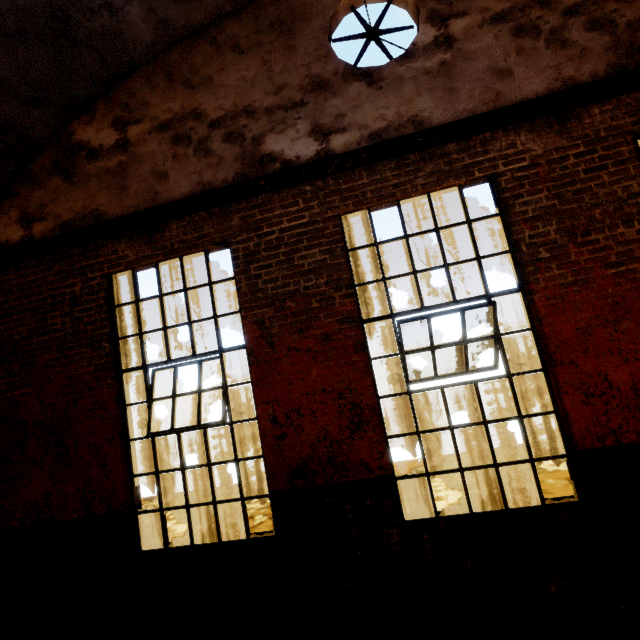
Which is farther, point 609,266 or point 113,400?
point 113,400
